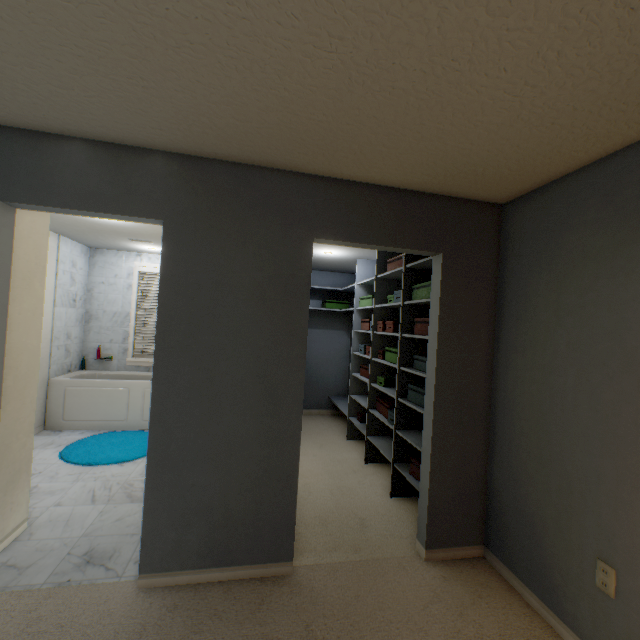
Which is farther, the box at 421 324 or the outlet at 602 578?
the box at 421 324

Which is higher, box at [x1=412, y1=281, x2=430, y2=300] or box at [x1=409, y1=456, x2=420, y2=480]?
box at [x1=412, y1=281, x2=430, y2=300]

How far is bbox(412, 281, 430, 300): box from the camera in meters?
2.6 m

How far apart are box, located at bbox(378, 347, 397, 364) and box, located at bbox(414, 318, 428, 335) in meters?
0.4 m

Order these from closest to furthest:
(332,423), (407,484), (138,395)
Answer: (407,484) → (138,395) → (332,423)

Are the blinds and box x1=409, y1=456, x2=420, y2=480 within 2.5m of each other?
no

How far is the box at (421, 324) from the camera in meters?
2.7 m

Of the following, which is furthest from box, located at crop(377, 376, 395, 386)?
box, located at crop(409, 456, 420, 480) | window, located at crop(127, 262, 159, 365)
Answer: window, located at crop(127, 262, 159, 365)
